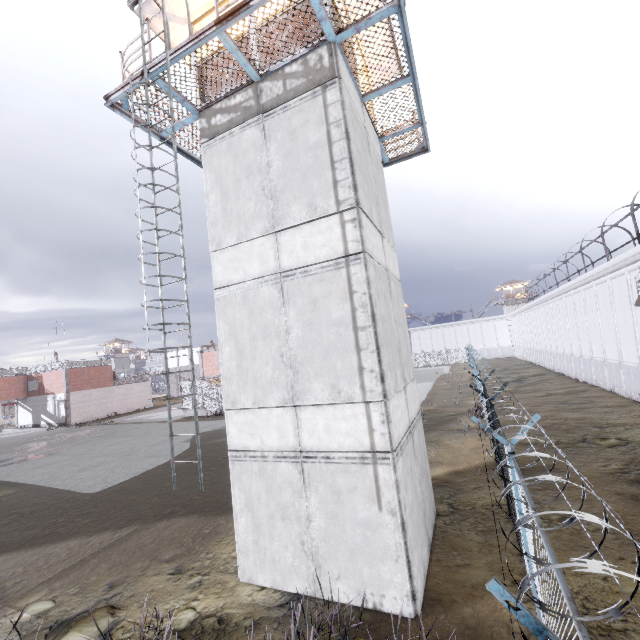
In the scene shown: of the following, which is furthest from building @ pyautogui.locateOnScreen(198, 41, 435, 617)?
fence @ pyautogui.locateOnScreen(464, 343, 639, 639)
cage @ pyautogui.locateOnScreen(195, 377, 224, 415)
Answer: cage @ pyautogui.locateOnScreen(195, 377, 224, 415)

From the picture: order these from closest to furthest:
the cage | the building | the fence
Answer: the fence < the building < the cage

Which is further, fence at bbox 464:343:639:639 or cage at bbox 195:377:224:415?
cage at bbox 195:377:224:415

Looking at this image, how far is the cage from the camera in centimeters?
3300cm

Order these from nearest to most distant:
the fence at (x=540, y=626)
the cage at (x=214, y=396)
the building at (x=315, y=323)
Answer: the fence at (x=540, y=626), the building at (x=315, y=323), the cage at (x=214, y=396)

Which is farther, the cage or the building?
the cage

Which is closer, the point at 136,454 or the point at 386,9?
the point at 386,9

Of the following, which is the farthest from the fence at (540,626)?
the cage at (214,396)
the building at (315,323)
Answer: the cage at (214,396)
